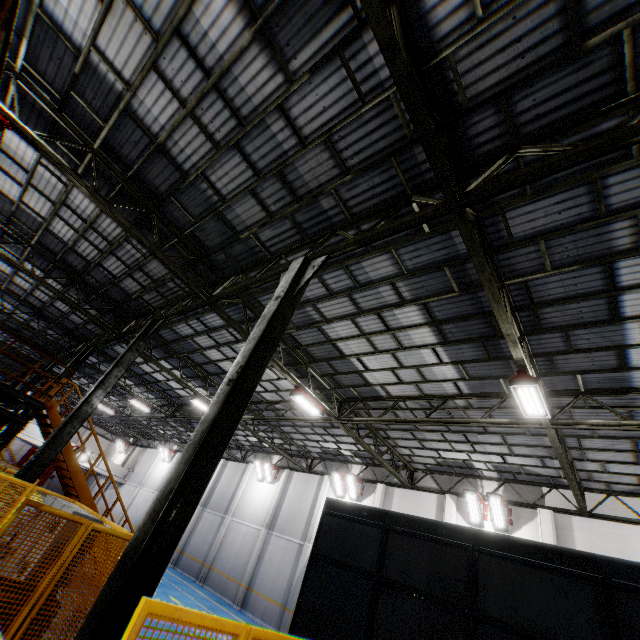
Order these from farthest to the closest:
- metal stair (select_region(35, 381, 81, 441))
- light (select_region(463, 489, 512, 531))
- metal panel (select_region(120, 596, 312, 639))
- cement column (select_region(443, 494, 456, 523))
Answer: cement column (select_region(443, 494, 456, 523)), light (select_region(463, 489, 512, 531)), metal stair (select_region(35, 381, 81, 441)), metal panel (select_region(120, 596, 312, 639))

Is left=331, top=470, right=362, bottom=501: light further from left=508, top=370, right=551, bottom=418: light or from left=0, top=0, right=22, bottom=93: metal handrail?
left=0, top=0, right=22, bottom=93: metal handrail

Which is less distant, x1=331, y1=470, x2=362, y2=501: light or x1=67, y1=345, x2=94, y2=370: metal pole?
x1=67, y1=345, x2=94, y2=370: metal pole

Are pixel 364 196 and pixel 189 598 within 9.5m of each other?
no

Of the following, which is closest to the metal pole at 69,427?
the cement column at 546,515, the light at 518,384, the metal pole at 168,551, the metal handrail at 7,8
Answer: the metal handrail at 7,8

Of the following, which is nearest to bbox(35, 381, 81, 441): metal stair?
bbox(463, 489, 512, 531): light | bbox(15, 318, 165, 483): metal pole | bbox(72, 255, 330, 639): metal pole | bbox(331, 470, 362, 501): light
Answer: bbox(15, 318, 165, 483): metal pole

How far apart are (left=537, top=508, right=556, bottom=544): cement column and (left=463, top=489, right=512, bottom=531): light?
1.0 meters

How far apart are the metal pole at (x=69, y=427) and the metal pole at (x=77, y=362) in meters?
→ 6.4
